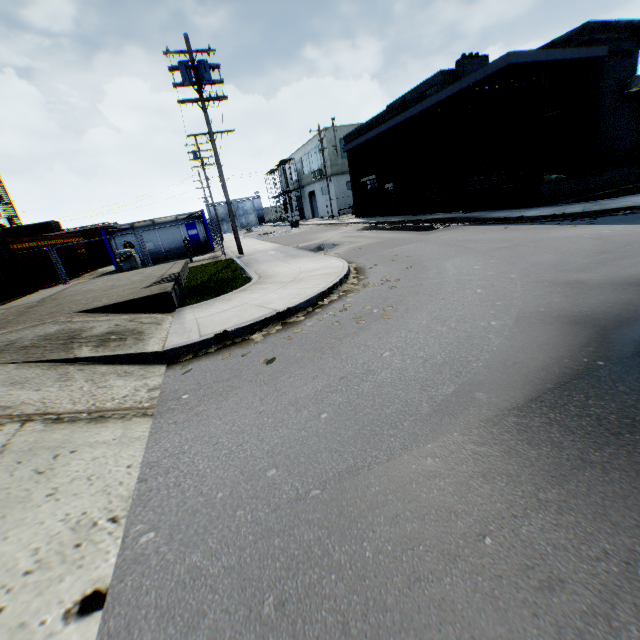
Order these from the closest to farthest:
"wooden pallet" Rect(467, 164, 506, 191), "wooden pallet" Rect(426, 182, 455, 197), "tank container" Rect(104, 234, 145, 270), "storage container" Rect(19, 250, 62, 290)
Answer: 1. "storage container" Rect(19, 250, 62, 290)
2. "wooden pallet" Rect(467, 164, 506, 191)
3. "wooden pallet" Rect(426, 182, 455, 197)
4. "tank container" Rect(104, 234, 145, 270)

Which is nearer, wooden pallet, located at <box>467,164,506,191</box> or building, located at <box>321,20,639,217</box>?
building, located at <box>321,20,639,217</box>

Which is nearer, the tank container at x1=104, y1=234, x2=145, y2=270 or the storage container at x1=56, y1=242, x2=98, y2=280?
the storage container at x1=56, y1=242, x2=98, y2=280

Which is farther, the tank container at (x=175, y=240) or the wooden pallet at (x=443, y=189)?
the tank container at (x=175, y=240)

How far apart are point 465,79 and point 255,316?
15.5 meters

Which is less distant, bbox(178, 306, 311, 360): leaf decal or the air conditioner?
bbox(178, 306, 311, 360): leaf decal

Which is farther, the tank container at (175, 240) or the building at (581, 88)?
the tank container at (175, 240)

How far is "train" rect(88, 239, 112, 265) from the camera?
30.0 meters
